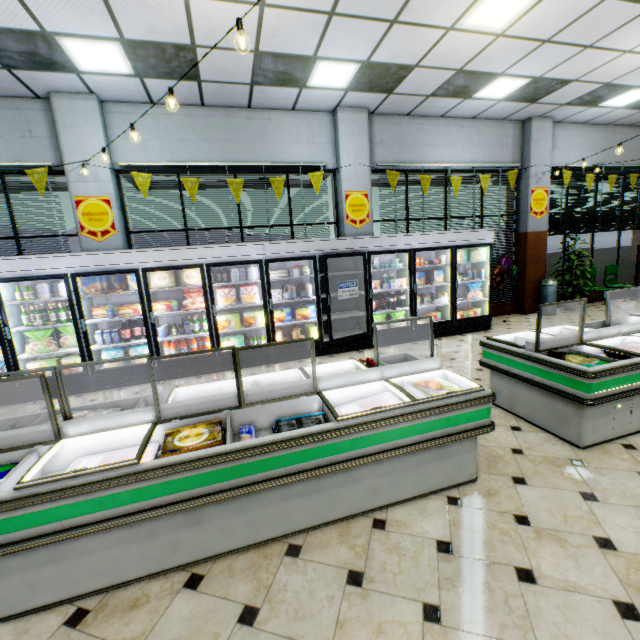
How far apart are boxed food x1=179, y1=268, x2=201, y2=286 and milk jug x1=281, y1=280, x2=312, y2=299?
1.47m

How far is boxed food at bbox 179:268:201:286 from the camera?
5.7m

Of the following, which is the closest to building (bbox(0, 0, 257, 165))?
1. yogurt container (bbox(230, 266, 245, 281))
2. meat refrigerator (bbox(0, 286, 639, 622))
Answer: meat refrigerator (bbox(0, 286, 639, 622))

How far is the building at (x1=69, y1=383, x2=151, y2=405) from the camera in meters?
5.0

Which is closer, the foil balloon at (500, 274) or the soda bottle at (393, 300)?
the soda bottle at (393, 300)

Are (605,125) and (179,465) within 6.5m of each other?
no

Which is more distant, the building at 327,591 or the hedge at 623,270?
the hedge at 623,270

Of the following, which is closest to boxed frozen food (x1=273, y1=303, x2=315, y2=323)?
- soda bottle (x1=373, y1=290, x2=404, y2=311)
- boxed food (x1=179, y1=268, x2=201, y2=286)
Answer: soda bottle (x1=373, y1=290, x2=404, y2=311)
